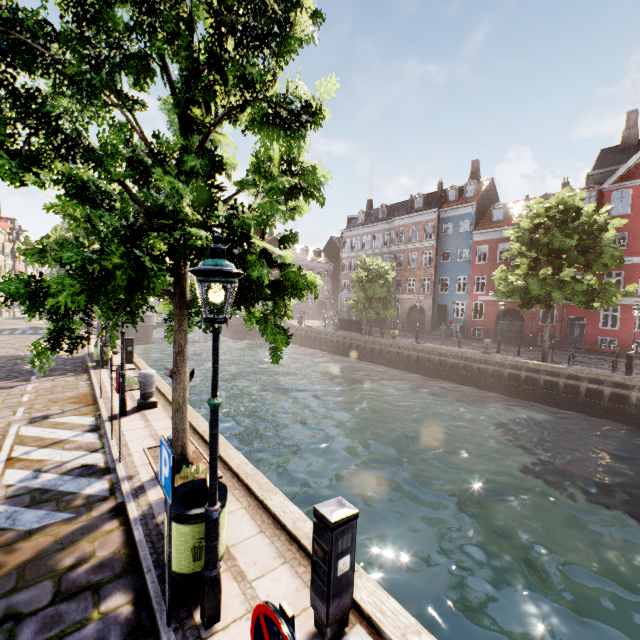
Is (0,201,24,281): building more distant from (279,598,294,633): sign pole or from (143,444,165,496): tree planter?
(279,598,294,633): sign pole

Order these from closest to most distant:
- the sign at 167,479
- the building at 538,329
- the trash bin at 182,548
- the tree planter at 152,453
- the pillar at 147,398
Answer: the sign at 167,479
the trash bin at 182,548
the tree planter at 152,453
the pillar at 147,398
the building at 538,329

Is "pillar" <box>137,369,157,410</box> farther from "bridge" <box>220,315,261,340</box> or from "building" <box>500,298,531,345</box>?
"building" <box>500,298,531,345</box>

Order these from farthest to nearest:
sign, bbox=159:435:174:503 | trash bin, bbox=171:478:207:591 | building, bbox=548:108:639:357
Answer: building, bbox=548:108:639:357, trash bin, bbox=171:478:207:591, sign, bbox=159:435:174:503

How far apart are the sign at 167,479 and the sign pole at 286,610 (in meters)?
1.91

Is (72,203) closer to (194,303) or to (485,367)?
(194,303)

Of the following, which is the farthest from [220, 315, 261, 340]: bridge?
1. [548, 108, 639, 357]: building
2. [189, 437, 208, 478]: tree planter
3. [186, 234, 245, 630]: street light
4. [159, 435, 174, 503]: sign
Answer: [159, 435, 174, 503]: sign

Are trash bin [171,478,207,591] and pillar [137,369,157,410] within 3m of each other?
no
